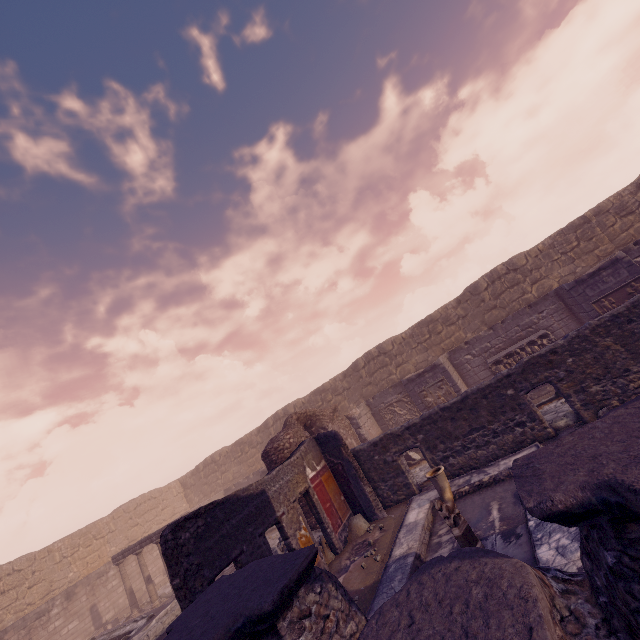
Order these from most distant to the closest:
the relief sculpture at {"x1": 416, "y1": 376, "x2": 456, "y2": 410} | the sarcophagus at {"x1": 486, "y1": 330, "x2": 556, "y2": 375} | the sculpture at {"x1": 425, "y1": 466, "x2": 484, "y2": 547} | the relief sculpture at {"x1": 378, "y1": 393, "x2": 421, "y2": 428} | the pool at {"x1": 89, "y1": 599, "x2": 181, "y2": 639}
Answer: the relief sculpture at {"x1": 378, "y1": 393, "x2": 421, "y2": 428}, the relief sculpture at {"x1": 416, "y1": 376, "x2": 456, "y2": 410}, the sarcophagus at {"x1": 486, "y1": 330, "x2": 556, "y2": 375}, the pool at {"x1": 89, "y1": 599, "x2": 181, "y2": 639}, the sculpture at {"x1": 425, "y1": 466, "x2": 484, "y2": 547}

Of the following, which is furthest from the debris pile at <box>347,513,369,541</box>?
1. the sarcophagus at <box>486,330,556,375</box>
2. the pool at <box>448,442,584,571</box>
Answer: the sarcophagus at <box>486,330,556,375</box>

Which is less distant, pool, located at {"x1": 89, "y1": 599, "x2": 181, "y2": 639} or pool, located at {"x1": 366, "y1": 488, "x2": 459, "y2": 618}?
pool, located at {"x1": 366, "y1": 488, "x2": 459, "y2": 618}

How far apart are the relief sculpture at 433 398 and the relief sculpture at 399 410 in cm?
179

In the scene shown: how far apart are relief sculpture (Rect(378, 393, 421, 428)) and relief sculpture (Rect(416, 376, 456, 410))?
1.8 meters

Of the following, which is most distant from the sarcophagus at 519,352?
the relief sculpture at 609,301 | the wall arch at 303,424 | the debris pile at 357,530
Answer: the debris pile at 357,530

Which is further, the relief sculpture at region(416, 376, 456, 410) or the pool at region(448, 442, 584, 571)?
the relief sculpture at region(416, 376, 456, 410)

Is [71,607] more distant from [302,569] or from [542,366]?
[542,366]
